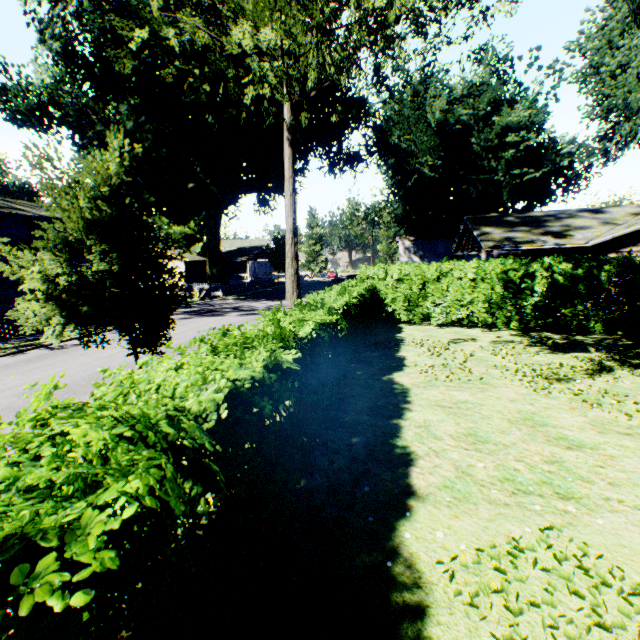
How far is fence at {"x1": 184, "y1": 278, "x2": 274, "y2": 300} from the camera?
32.3m

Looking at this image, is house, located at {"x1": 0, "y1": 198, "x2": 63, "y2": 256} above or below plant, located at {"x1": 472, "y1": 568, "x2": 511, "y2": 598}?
above

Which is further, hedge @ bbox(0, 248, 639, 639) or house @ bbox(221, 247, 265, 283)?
house @ bbox(221, 247, 265, 283)

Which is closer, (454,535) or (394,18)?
(454,535)

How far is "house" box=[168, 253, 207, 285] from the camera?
45.5 meters

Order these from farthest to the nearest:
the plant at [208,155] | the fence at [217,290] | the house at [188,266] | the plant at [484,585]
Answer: the house at [188,266], the fence at [217,290], the plant at [208,155], the plant at [484,585]

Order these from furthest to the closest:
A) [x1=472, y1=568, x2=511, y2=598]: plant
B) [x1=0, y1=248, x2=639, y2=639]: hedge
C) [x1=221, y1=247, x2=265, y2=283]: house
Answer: [x1=221, y1=247, x2=265, y2=283]: house → [x1=472, y1=568, x2=511, y2=598]: plant → [x1=0, y1=248, x2=639, y2=639]: hedge

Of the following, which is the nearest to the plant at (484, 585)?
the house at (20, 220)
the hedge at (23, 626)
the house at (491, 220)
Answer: the house at (20, 220)
